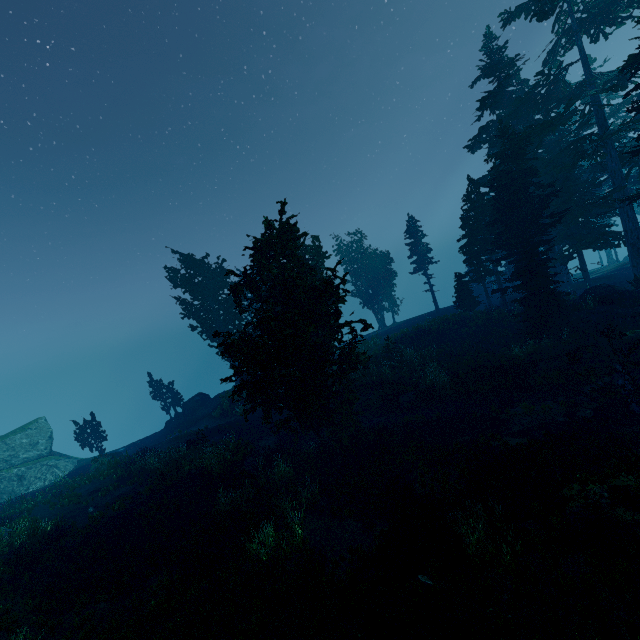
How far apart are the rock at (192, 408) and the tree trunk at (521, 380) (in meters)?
30.28

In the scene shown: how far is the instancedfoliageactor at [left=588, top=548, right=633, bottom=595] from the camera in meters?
7.6 m

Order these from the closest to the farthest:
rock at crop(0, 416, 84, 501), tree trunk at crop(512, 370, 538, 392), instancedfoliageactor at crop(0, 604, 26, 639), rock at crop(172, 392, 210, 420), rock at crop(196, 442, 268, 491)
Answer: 1. instancedfoliageactor at crop(0, 604, 26, 639)
2. rock at crop(196, 442, 268, 491)
3. tree trunk at crop(512, 370, 538, 392)
4. rock at crop(0, 416, 84, 501)
5. rock at crop(172, 392, 210, 420)

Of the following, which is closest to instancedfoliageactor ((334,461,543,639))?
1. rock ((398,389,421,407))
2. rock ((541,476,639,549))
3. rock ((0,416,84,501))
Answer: rock ((0,416,84,501))

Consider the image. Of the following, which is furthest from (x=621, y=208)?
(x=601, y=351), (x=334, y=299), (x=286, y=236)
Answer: (x=286, y=236)

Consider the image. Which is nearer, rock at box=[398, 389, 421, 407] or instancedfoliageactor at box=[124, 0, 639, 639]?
instancedfoliageactor at box=[124, 0, 639, 639]

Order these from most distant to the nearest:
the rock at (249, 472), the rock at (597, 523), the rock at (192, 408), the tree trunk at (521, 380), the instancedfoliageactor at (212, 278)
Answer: the rock at (192, 408) < the tree trunk at (521, 380) < the rock at (249, 472) < the instancedfoliageactor at (212, 278) < the rock at (597, 523)
